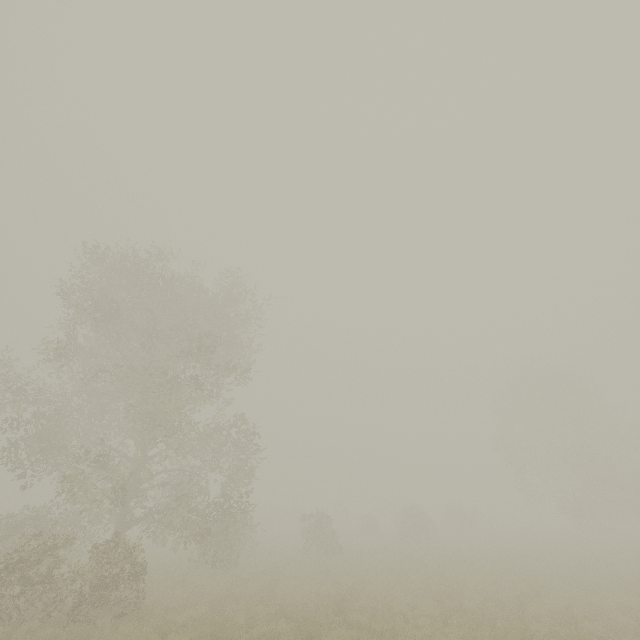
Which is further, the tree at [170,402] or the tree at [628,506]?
the tree at [628,506]

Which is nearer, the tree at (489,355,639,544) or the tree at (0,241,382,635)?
the tree at (0,241,382,635)

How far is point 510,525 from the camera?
48.9m
